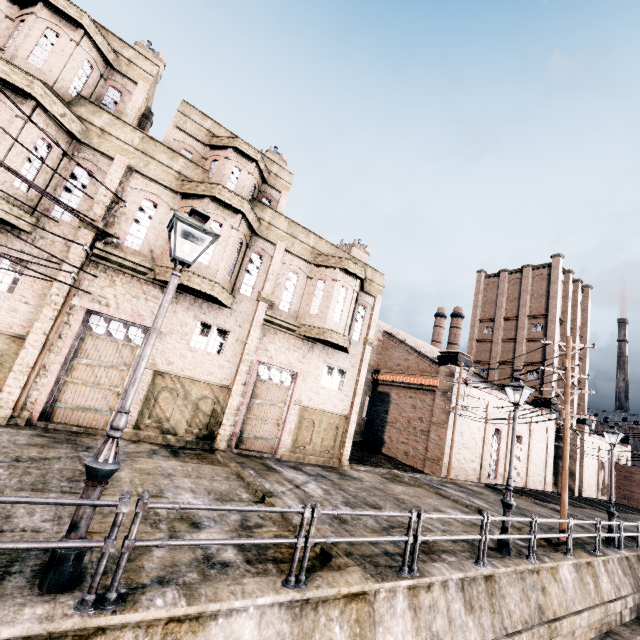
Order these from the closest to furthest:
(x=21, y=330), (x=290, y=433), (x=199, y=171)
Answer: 1. (x=21, y=330)
2. (x=199, y=171)
3. (x=290, y=433)

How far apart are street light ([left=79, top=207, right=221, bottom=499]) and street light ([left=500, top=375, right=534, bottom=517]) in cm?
1134

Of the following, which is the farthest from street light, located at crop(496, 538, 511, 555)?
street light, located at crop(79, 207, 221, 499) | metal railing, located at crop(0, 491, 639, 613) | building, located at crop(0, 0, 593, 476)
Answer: street light, located at crop(79, 207, 221, 499)

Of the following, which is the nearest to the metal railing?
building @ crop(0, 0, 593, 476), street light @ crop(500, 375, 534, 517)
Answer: street light @ crop(500, 375, 534, 517)

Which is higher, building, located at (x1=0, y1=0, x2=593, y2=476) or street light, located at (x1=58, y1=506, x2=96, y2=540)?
building, located at (x1=0, y1=0, x2=593, y2=476)

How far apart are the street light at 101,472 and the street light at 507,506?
11.3m

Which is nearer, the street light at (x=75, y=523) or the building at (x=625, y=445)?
the street light at (x=75, y=523)
